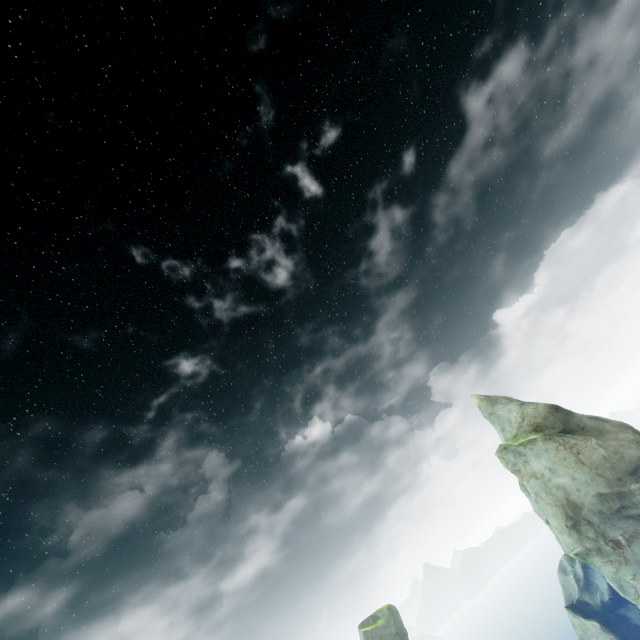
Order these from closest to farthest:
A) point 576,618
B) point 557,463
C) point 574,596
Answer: point 557,463
point 576,618
point 574,596
